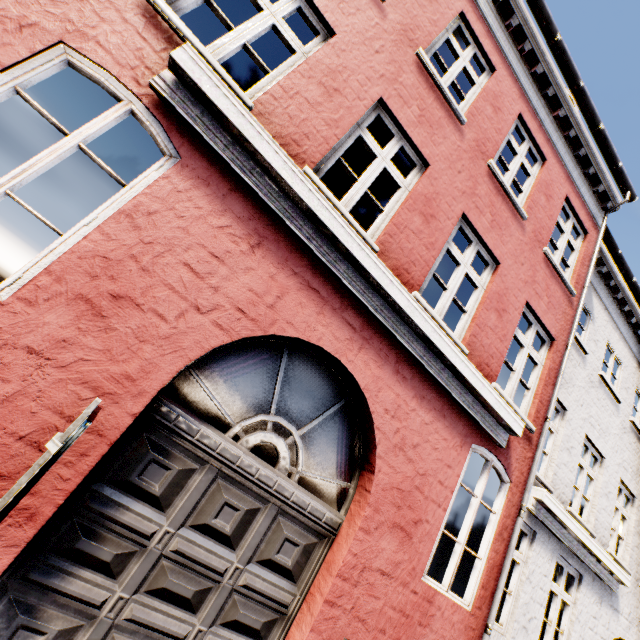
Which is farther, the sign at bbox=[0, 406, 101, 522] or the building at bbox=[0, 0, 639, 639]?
the building at bbox=[0, 0, 639, 639]

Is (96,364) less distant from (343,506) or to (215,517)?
(215,517)

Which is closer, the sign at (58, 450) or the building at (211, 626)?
the sign at (58, 450)
